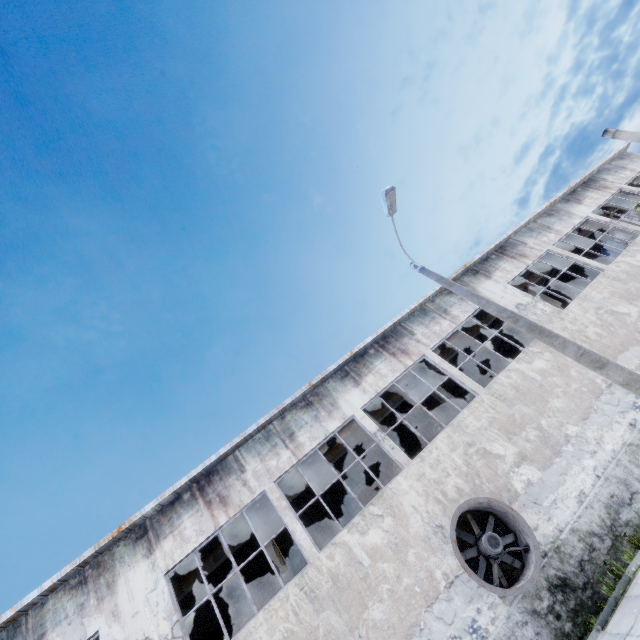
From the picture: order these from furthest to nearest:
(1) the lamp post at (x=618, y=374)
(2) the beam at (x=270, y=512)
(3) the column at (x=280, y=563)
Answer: (2) the beam at (x=270, y=512) < (3) the column at (x=280, y=563) < (1) the lamp post at (x=618, y=374)

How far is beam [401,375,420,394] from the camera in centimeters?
1594cm

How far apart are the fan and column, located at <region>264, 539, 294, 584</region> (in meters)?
4.87

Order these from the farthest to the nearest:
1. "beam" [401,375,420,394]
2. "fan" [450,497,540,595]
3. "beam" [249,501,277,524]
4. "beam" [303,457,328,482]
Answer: "beam" [401,375,420,394], "beam" [303,457,328,482], "beam" [249,501,277,524], "fan" [450,497,540,595]

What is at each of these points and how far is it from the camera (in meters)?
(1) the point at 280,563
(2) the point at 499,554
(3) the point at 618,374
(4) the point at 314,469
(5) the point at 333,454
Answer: (1) column, 12.00
(2) fan, 8.72
(3) lamp post, 7.31
(4) beam, 14.05
(5) beam, 14.36

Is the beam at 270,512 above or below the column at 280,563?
above
